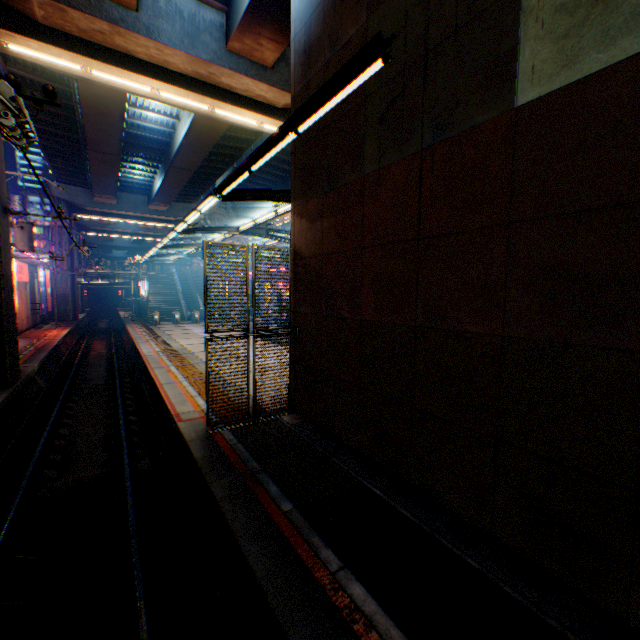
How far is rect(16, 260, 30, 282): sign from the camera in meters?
24.2

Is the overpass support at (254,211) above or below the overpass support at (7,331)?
above

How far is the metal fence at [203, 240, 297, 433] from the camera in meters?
8.2 m

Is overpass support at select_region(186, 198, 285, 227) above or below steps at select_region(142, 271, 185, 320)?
above

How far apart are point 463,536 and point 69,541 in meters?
7.2

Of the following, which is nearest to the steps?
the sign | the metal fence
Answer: the metal fence

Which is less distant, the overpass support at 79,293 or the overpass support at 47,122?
the overpass support at 47,122

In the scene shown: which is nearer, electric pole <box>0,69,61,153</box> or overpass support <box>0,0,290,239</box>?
electric pole <box>0,69,61,153</box>
